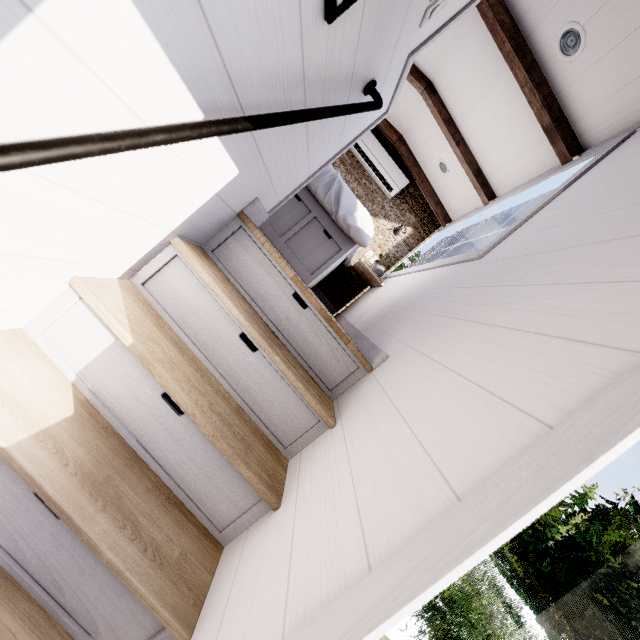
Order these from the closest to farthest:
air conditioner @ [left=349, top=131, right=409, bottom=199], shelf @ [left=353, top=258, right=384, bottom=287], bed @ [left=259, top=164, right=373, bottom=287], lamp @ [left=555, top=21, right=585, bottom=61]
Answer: lamp @ [left=555, top=21, right=585, bottom=61] < bed @ [left=259, top=164, right=373, bottom=287] < shelf @ [left=353, top=258, right=384, bottom=287] < air conditioner @ [left=349, top=131, right=409, bottom=199]

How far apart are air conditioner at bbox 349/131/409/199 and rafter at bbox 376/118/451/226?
0.1m

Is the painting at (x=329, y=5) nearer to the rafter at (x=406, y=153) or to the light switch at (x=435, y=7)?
the light switch at (x=435, y=7)

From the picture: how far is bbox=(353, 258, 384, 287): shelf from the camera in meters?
4.0 m

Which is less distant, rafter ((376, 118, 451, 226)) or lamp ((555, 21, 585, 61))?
lamp ((555, 21, 585, 61))

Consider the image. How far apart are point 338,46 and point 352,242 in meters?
1.7 m

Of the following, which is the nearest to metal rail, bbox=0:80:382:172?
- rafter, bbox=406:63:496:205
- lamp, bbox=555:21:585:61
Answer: lamp, bbox=555:21:585:61

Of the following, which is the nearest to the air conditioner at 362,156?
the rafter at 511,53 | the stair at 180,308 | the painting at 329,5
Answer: the rafter at 511,53
